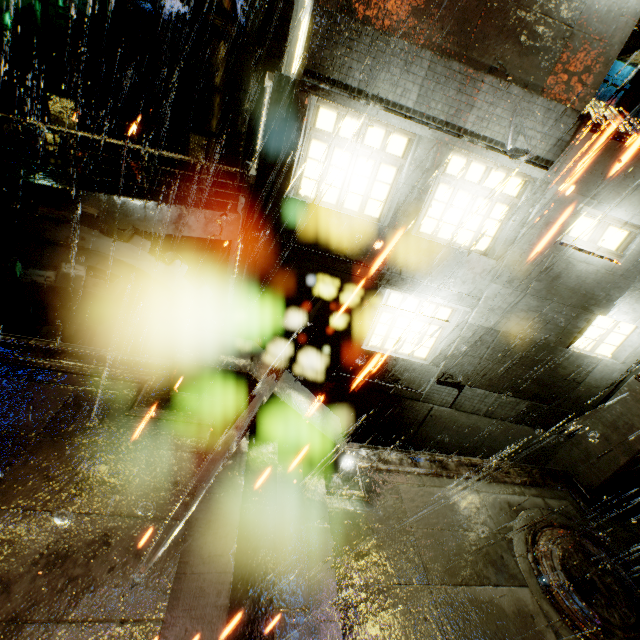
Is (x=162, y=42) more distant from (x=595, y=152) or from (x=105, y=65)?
(x=595, y=152)

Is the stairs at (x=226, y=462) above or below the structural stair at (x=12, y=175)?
below

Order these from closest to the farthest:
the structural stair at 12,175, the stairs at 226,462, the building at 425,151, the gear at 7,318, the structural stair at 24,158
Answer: the stairs at 226,462, the building at 425,151, the gear at 7,318, the structural stair at 12,175, the structural stair at 24,158

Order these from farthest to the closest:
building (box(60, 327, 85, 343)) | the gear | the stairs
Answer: building (box(60, 327, 85, 343)), the gear, the stairs

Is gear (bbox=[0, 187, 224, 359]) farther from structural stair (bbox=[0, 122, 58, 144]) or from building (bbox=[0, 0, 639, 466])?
structural stair (bbox=[0, 122, 58, 144])

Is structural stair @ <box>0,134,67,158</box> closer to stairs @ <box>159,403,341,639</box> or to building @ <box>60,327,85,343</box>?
building @ <box>60,327,85,343</box>

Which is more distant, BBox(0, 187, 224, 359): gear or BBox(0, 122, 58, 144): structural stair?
BBox(0, 122, 58, 144): structural stair
